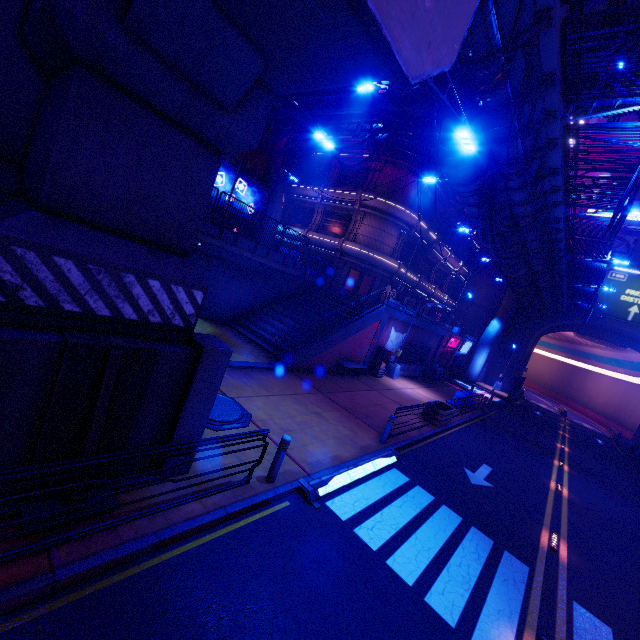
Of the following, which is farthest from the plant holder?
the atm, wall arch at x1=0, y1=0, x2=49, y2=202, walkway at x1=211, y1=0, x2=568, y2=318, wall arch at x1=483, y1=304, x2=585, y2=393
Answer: wall arch at x1=483, y1=304, x2=585, y2=393

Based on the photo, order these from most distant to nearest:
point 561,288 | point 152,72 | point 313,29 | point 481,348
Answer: point 481,348 → point 561,288 → point 152,72 → point 313,29

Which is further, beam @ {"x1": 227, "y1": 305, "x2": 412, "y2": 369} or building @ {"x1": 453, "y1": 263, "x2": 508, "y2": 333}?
building @ {"x1": 453, "y1": 263, "x2": 508, "y2": 333}

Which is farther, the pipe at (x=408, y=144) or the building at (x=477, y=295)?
the building at (x=477, y=295)

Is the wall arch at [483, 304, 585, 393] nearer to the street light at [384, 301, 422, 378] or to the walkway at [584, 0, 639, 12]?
the street light at [384, 301, 422, 378]

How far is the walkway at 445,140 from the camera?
9.9m

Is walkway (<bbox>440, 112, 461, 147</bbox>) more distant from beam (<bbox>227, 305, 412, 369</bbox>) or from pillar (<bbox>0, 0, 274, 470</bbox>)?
beam (<bbox>227, 305, 412, 369</bbox>)

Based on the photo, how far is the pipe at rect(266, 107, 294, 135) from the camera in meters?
22.0
